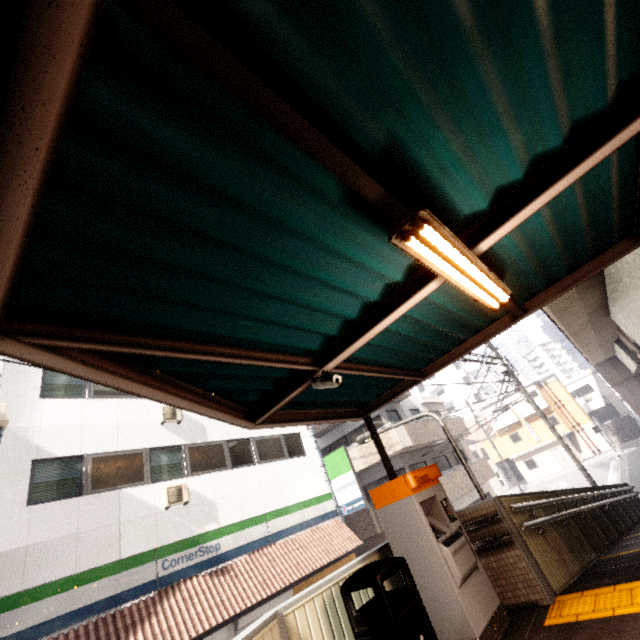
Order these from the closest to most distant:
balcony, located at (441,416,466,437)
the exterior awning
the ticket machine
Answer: the exterior awning
the ticket machine
balcony, located at (441,416,466,437)

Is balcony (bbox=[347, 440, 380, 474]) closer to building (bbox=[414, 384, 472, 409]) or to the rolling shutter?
the rolling shutter

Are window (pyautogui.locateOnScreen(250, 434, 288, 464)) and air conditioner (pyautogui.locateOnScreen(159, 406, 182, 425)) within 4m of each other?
yes

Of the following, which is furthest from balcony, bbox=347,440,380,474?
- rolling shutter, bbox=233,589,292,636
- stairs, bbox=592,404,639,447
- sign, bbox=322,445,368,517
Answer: stairs, bbox=592,404,639,447

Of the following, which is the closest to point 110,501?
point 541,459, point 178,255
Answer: point 178,255

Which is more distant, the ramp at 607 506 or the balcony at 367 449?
the balcony at 367 449

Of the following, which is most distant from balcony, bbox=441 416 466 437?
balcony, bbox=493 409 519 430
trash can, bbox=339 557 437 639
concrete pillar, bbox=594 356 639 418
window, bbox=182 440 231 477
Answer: balcony, bbox=493 409 519 430

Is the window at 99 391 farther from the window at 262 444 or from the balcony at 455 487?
the balcony at 455 487
